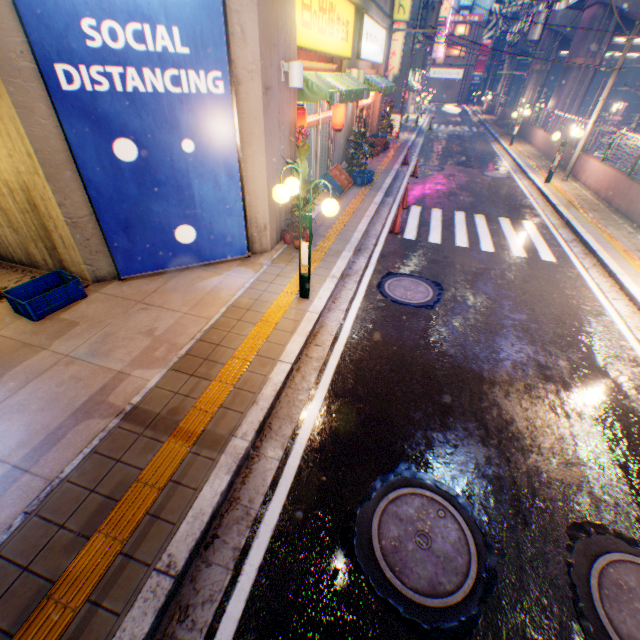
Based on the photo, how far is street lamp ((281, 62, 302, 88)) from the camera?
6.30m

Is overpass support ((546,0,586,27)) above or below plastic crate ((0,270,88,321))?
above

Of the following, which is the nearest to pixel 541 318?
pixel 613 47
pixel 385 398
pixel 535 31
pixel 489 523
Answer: pixel 385 398

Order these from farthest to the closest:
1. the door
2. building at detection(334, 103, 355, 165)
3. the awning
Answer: building at detection(334, 103, 355, 165), the door, the awning

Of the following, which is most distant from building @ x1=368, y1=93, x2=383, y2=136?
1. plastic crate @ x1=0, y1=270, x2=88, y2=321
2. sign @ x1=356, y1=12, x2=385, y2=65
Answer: plastic crate @ x1=0, y1=270, x2=88, y2=321

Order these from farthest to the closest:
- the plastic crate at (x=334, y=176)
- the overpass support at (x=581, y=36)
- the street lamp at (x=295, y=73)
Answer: the overpass support at (x=581, y=36) < the plastic crate at (x=334, y=176) < the street lamp at (x=295, y=73)

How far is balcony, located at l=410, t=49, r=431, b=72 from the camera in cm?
2566

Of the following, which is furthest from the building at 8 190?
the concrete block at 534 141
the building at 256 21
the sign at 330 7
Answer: the concrete block at 534 141
